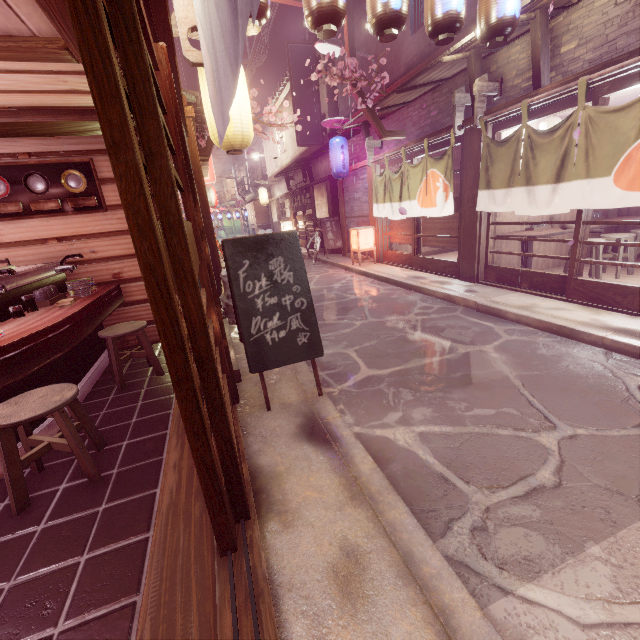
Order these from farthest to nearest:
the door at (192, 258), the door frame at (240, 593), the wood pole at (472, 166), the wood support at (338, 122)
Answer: the wood support at (338, 122)
the wood pole at (472, 166)
the door frame at (240, 593)
the door at (192, 258)

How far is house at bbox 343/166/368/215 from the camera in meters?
18.0 m

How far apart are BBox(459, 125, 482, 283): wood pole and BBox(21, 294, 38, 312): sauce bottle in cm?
1217

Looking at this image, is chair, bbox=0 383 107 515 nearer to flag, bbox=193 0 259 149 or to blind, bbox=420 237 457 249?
flag, bbox=193 0 259 149

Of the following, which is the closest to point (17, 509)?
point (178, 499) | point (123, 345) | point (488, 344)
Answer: point (178, 499)

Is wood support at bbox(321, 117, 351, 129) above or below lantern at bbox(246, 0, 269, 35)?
above

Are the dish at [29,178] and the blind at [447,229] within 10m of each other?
no

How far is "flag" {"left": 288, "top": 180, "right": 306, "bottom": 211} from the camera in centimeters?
2784cm
